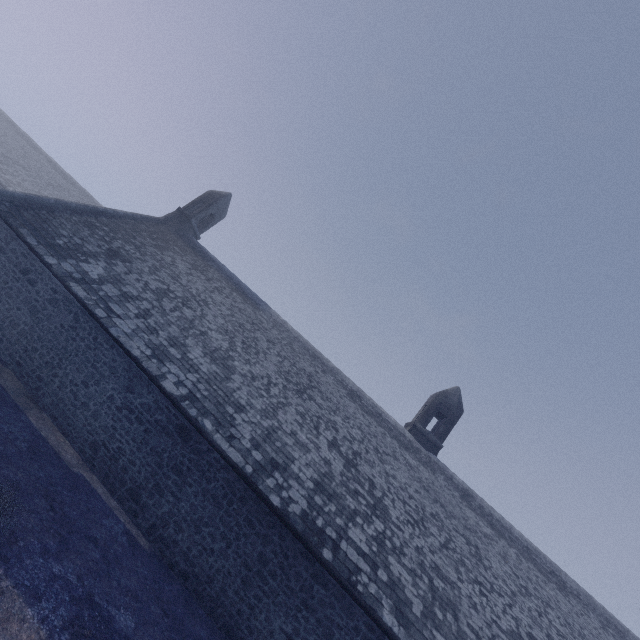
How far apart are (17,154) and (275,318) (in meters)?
43.77
